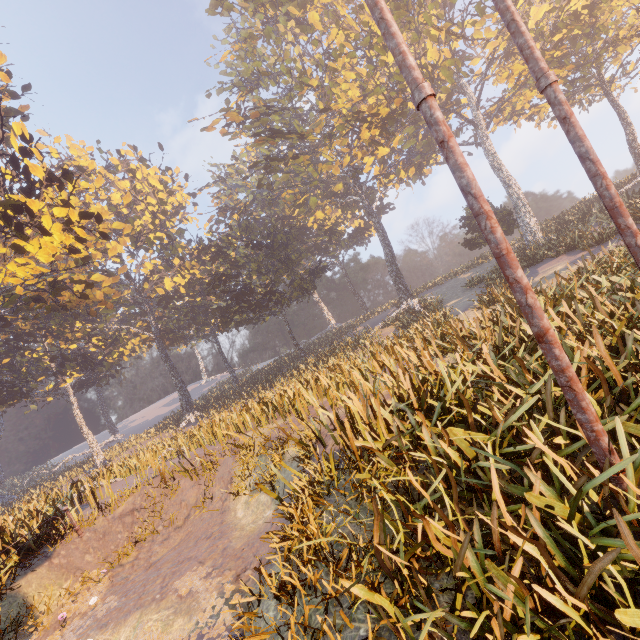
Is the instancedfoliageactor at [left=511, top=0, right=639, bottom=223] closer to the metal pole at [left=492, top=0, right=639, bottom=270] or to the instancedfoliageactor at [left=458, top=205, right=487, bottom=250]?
the instancedfoliageactor at [left=458, top=205, right=487, bottom=250]

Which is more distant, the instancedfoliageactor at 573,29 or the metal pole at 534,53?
the instancedfoliageactor at 573,29

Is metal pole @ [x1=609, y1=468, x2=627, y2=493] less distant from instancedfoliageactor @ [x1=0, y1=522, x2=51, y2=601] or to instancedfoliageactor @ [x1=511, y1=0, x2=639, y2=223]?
instancedfoliageactor @ [x1=0, y1=522, x2=51, y2=601]

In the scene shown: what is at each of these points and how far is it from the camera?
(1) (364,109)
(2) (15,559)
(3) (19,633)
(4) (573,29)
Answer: (1) instancedfoliageactor, 31.09m
(2) instancedfoliageactor, 8.64m
(3) instancedfoliageactor, 7.24m
(4) instancedfoliageactor, 23.47m

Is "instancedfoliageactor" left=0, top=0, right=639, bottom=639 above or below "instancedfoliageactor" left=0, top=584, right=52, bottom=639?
above

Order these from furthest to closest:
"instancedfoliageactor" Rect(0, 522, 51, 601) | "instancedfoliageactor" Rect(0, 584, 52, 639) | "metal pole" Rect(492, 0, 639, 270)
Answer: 1. "instancedfoliageactor" Rect(0, 522, 51, 601)
2. "instancedfoliageactor" Rect(0, 584, 52, 639)
3. "metal pole" Rect(492, 0, 639, 270)

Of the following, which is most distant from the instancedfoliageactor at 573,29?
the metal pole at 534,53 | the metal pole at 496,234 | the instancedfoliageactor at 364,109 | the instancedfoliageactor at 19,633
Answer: the instancedfoliageactor at 19,633
